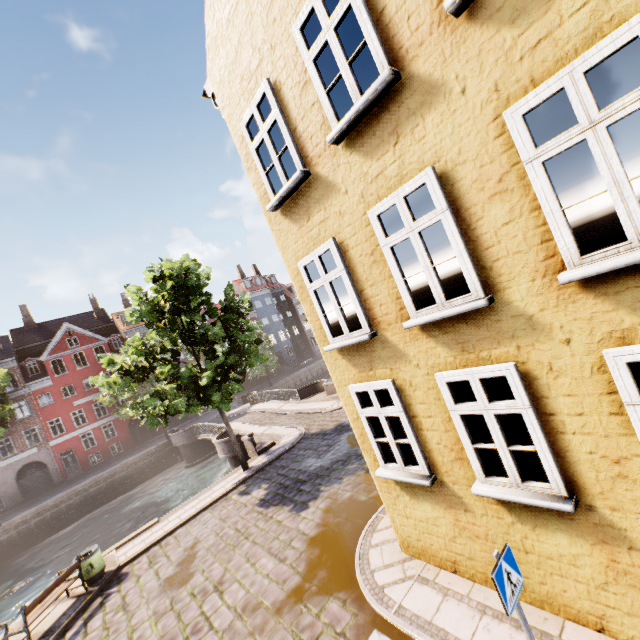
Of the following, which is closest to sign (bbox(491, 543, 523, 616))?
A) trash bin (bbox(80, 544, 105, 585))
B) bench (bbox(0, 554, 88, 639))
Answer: bench (bbox(0, 554, 88, 639))

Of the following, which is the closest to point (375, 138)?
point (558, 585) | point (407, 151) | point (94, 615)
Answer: point (407, 151)

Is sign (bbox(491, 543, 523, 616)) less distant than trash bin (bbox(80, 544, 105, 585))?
Yes

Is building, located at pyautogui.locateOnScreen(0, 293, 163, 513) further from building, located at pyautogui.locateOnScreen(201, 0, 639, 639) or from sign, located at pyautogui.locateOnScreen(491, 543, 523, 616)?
sign, located at pyautogui.locateOnScreen(491, 543, 523, 616)

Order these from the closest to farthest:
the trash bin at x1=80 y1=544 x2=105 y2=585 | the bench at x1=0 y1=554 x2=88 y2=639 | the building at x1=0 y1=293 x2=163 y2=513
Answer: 1. the bench at x1=0 y1=554 x2=88 y2=639
2. the trash bin at x1=80 y1=544 x2=105 y2=585
3. the building at x1=0 y1=293 x2=163 y2=513

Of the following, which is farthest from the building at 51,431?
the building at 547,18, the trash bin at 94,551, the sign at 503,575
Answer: the sign at 503,575

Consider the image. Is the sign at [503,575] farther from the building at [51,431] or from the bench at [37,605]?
the building at [51,431]

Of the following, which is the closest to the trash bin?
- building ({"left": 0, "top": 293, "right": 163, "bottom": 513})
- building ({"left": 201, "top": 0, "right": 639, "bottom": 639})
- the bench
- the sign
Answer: the bench
